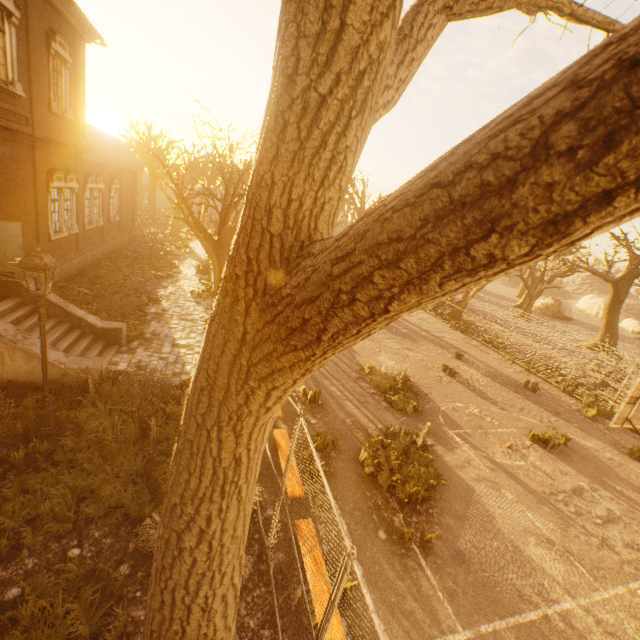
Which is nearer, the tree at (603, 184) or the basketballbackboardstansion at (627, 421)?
the tree at (603, 184)

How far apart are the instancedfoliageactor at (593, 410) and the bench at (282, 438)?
14.8 meters

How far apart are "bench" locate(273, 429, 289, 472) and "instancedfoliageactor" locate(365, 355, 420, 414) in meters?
4.4

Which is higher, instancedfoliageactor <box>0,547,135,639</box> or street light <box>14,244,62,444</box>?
street light <box>14,244,62,444</box>

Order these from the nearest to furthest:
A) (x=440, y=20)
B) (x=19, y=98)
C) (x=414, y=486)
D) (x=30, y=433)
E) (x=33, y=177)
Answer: (x=440, y=20)
(x=30, y=433)
(x=414, y=486)
(x=19, y=98)
(x=33, y=177)

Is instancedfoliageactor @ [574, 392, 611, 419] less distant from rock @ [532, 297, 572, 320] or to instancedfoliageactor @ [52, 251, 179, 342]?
instancedfoliageactor @ [52, 251, 179, 342]

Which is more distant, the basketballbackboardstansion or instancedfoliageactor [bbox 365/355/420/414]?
instancedfoliageactor [bbox 365/355/420/414]

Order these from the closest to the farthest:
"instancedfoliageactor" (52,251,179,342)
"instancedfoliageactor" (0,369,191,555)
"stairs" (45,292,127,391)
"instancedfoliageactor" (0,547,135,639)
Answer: "instancedfoliageactor" (0,547,135,639), "instancedfoliageactor" (0,369,191,555), "stairs" (45,292,127,391), "instancedfoliageactor" (52,251,179,342)
